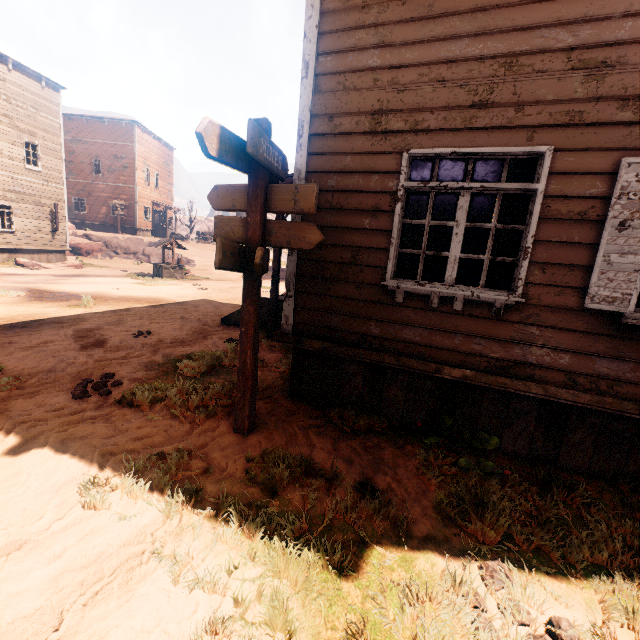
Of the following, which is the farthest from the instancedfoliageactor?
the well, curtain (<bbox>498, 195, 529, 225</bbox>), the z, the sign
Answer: curtain (<bbox>498, 195, 529, 225</bbox>)

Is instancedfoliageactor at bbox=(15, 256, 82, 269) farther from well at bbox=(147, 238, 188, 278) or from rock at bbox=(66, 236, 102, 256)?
well at bbox=(147, 238, 188, 278)

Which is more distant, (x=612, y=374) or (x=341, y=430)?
(x=341, y=430)

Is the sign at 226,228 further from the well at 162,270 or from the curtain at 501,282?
the well at 162,270

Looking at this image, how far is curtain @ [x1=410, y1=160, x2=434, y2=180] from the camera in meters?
3.7 m

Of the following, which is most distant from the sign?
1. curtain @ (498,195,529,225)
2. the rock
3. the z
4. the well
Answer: the rock

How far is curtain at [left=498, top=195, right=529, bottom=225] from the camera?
3.38m

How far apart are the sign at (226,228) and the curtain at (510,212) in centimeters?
190cm
